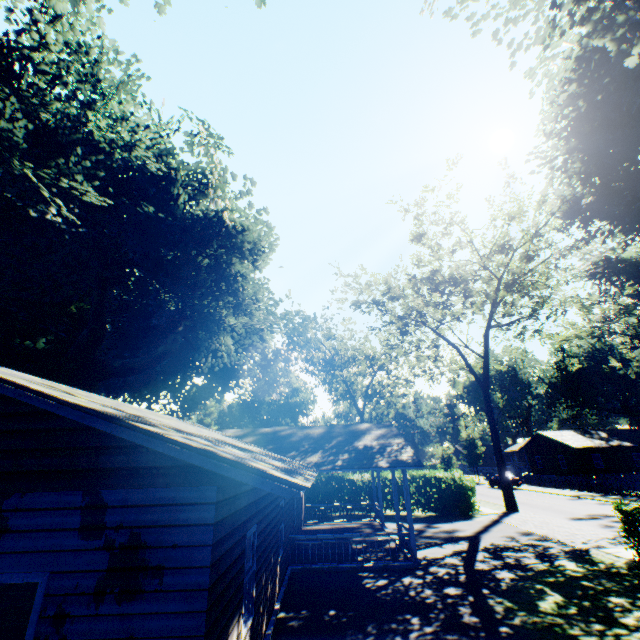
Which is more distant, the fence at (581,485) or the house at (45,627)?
the fence at (581,485)

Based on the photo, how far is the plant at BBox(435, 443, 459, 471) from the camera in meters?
34.6 m

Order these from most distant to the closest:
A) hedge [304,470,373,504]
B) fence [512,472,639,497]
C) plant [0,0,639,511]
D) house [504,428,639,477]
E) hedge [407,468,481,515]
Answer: house [504,428,639,477]
fence [512,472,639,497]
hedge [304,470,373,504]
hedge [407,468,481,515]
plant [0,0,639,511]

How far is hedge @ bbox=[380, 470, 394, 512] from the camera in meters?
23.8 m

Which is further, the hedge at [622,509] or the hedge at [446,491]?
the hedge at [446,491]

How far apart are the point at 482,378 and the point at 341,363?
15.80m

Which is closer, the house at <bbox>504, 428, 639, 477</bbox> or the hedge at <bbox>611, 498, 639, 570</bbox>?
the hedge at <bbox>611, 498, 639, 570</bbox>
